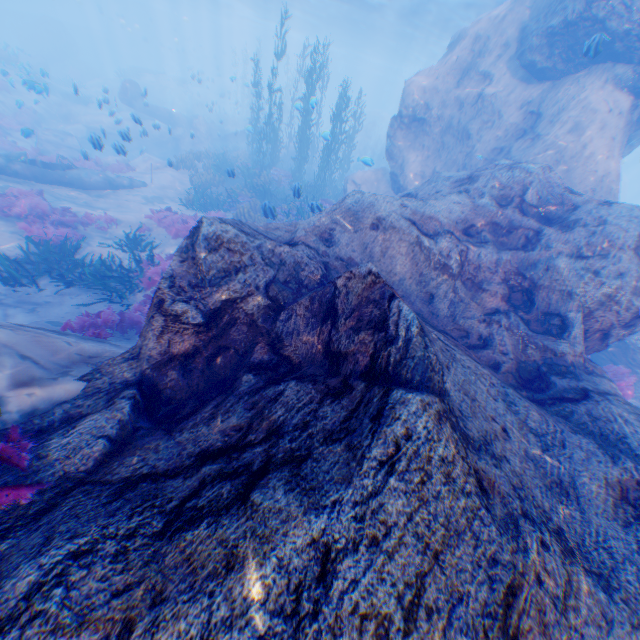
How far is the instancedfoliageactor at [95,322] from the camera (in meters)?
6.74

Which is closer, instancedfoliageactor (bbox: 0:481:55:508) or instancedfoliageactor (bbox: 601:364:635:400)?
instancedfoliageactor (bbox: 0:481:55:508)

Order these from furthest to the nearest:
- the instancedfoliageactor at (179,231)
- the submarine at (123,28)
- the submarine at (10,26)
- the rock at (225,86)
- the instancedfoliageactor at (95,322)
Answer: the submarine at (123,28) → the submarine at (10,26) → the rock at (225,86) → the instancedfoliageactor at (179,231) → the instancedfoliageactor at (95,322)

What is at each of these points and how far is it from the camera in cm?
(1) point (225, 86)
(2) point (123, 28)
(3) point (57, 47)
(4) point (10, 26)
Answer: (1) rock, 5388
(2) submarine, 4166
(3) rock, 3794
(4) submarine, 4672

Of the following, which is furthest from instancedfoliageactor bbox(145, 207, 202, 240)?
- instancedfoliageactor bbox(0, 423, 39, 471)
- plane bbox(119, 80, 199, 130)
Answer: instancedfoliageactor bbox(0, 423, 39, 471)

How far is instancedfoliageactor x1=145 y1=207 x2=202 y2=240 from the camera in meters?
12.2 m

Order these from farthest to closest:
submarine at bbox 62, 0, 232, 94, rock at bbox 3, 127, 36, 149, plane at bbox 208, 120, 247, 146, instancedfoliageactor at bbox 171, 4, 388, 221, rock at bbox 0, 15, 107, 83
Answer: submarine at bbox 62, 0, 232, 94 → rock at bbox 0, 15, 107, 83 → plane at bbox 208, 120, 247, 146 → instancedfoliageactor at bbox 171, 4, 388, 221 → rock at bbox 3, 127, 36, 149
